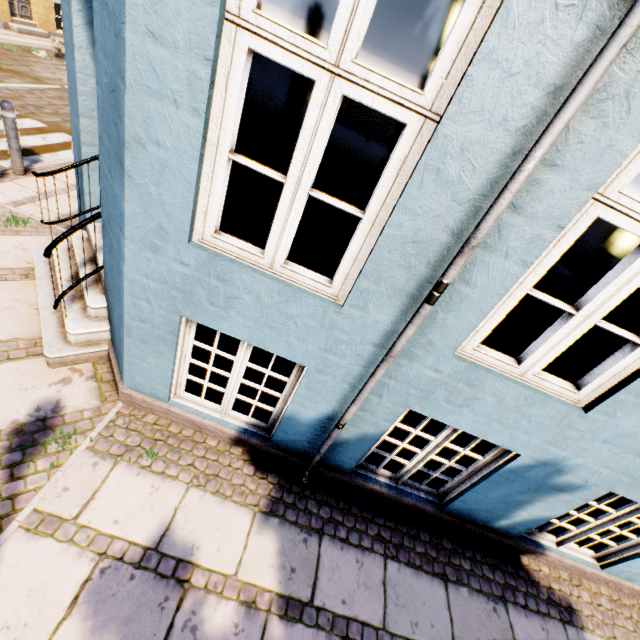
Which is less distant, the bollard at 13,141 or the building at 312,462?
the building at 312,462

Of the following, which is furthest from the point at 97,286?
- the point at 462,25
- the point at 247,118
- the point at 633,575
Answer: the point at 247,118

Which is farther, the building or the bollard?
the bollard
